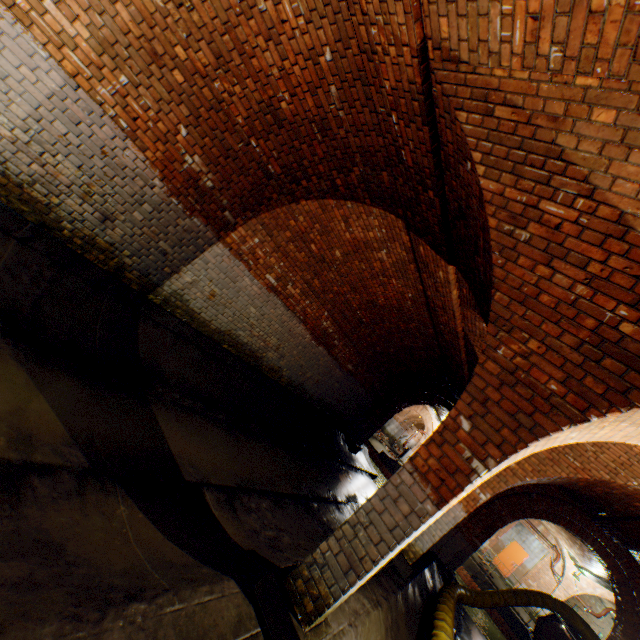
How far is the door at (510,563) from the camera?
20.23m

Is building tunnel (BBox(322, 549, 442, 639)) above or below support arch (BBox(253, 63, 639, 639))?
below

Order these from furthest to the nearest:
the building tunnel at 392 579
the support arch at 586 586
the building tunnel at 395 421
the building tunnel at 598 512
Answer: the building tunnel at 395 421
the support arch at 586 586
the building tunnel at 598 512
the building tunnel at 392 579

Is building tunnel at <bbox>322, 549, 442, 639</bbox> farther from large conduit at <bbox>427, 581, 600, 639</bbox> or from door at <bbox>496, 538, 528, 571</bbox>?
door at <bbox>496, 538, 528, 571</bbox>

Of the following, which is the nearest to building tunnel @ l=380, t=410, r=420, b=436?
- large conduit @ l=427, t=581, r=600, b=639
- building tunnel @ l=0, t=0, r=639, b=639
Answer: building tunnel @ l=0, t=0, r=639, b=639

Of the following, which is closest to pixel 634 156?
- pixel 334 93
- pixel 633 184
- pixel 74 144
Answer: pixel 633 184

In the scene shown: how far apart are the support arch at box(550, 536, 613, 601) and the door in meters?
1.6

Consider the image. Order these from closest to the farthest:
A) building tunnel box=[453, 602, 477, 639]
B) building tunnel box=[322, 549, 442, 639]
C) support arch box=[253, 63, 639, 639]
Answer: support arch box=[253, 63, 639, 639] < building tunnel box=[322, 549, 442, 639] < building tunnel box=[453, 602, 477, 639]
